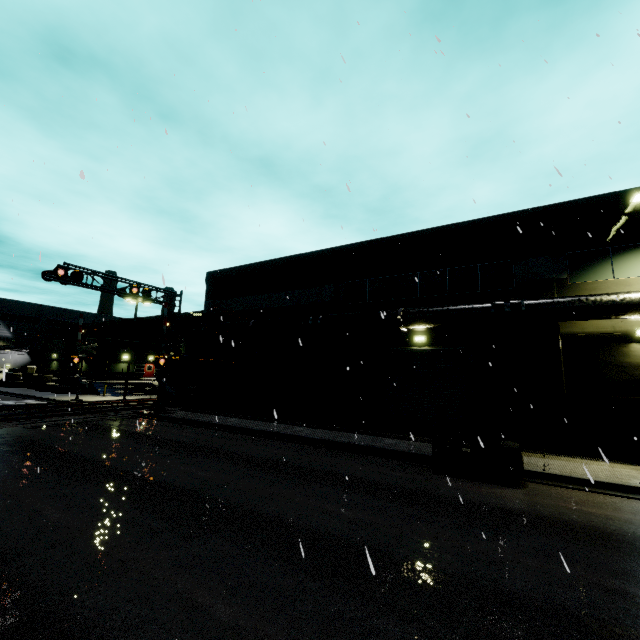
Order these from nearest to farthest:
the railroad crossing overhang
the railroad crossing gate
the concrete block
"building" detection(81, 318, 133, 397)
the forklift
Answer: the forklift → the railroad crossing overhang → the railroad crossing gate → the concrete block → "building" detection(81, 318, 133, 397)

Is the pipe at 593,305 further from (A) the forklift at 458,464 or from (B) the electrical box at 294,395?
(B) the electrical box at 294,395

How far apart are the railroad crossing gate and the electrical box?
7.27m

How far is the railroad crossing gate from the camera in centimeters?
2152cm

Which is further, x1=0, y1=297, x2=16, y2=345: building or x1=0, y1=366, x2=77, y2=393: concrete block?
x1=0, y1=297, x2=16, y2=345: building

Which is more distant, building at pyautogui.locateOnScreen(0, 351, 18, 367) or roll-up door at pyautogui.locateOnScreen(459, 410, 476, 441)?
building at pyautogui.locateOnScreen(0, 351, 18, 367)

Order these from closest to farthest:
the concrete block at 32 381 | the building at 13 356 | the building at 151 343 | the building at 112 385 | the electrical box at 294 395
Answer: the electrical box at 294 395 < the concrete block at 32 381 < the building at 112 385 < the building at 151 343 < the building at 13 356

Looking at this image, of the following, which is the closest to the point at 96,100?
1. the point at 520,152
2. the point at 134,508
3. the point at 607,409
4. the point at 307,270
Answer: the point at 134,508
